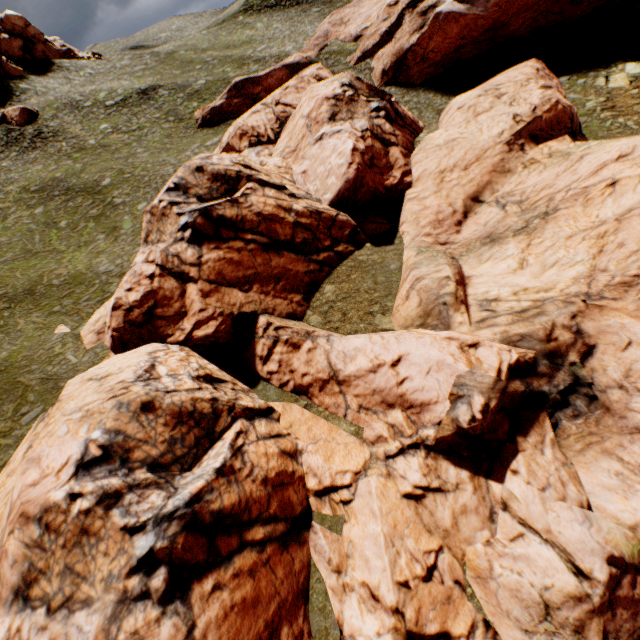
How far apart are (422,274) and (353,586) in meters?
14.6 m

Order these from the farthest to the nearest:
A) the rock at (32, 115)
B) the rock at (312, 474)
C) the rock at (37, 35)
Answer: the rock at (37, 35), the rock at (32, 115), the rock at (312, 474)

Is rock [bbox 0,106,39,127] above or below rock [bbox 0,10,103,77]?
A: below

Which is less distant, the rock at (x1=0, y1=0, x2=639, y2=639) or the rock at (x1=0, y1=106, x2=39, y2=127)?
the rock at (x1=0, y1=0, x2=639, y2=639)

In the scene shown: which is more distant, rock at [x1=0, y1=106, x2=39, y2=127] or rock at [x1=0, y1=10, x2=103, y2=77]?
rock at [x1=0, y1=10, x2=103, y2=77]

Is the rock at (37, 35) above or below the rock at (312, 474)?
above

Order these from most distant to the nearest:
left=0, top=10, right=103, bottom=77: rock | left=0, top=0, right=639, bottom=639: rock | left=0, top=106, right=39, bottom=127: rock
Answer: left=0, top=10, right=103, bottom=77: rock, left=0, top=106, right=39, bottom=127: rock, left=0, top=0, right=639, bottom=639: rock
